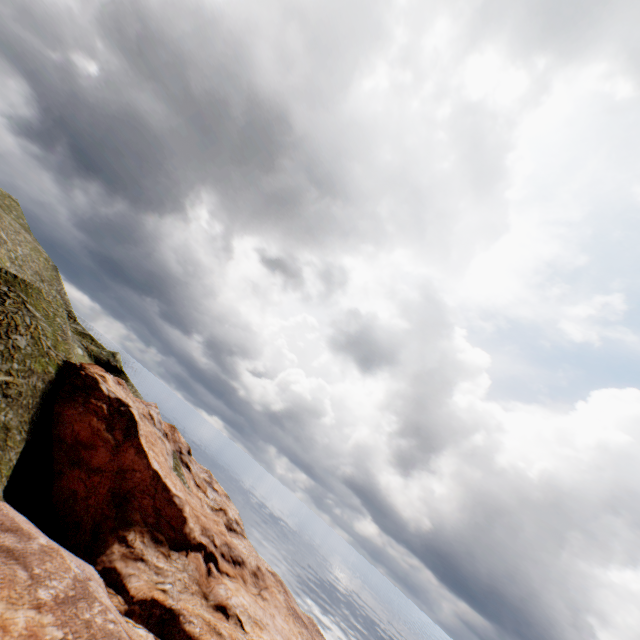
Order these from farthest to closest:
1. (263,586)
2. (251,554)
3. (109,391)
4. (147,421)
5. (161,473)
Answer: (251,554)
(147,421)
(263,586)
(109,391)
(161,473)
